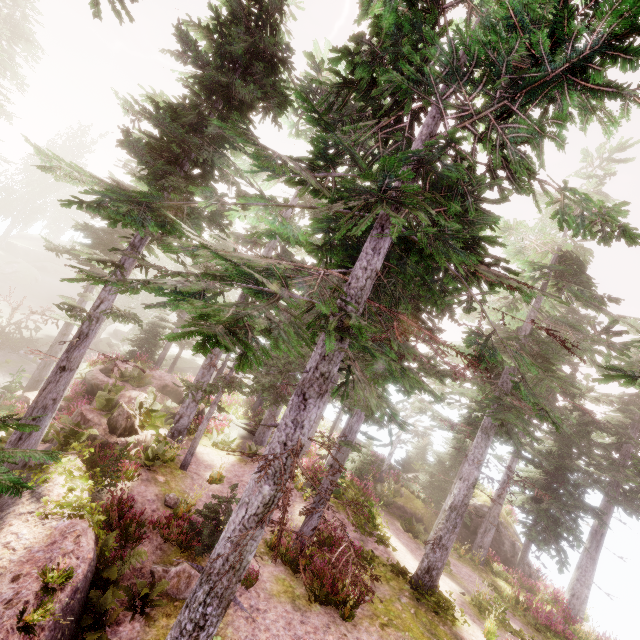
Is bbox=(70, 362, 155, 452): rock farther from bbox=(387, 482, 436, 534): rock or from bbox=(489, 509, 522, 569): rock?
bbox=(489, 509, 522, 569): rock

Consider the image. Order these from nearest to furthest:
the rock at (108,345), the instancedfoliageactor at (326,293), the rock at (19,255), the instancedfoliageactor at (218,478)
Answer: the instancedfoliageactor at (326,293), the instancedfoliageactor at (218,478), the rock at (108,345), the rock at (19,255)

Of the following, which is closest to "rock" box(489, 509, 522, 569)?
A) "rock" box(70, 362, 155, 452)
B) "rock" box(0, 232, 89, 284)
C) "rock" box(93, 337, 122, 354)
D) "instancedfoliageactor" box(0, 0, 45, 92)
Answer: "instancedfoliageactor" box(0, 0, 45, 92)

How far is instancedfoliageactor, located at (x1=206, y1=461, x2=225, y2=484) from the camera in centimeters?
1416cm

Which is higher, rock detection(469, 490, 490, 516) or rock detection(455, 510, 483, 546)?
rock detection(469, 490, 490, 516)

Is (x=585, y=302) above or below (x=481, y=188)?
above

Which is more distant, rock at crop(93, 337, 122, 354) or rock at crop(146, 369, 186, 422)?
rock at crop(93, 337, 122, 354)

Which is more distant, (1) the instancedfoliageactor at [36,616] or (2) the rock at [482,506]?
(2) the rock at [482,506]
